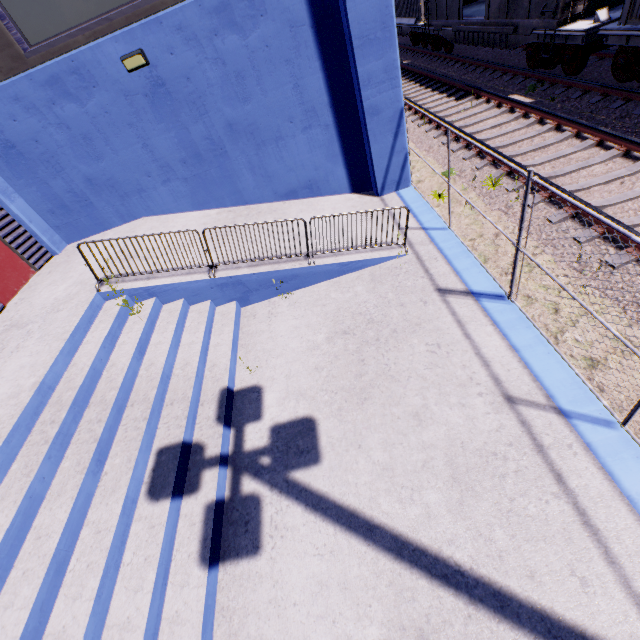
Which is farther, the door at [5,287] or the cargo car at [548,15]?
the cargo car at [548,15]

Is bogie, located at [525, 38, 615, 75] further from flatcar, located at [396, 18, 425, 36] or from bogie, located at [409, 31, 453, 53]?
flatcar, located at [396, 18, 425, 36]

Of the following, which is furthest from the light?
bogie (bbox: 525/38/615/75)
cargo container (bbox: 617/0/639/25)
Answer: bogie (bbox: 525/38/615/75)

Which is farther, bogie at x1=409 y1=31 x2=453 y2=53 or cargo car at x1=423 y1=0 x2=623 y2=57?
bogie at x1=409 y1=31 x2=453 y2=53

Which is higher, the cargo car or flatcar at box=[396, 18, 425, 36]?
the cargo car

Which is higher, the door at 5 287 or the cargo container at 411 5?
the cargo container at 411 5

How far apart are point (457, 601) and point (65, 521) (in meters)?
4.39

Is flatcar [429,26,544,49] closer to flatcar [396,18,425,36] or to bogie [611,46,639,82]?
flatcar [396,18,425,36]
